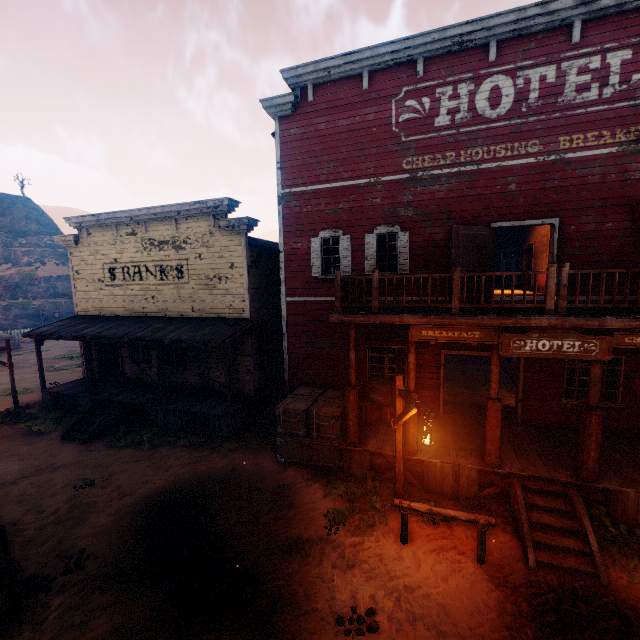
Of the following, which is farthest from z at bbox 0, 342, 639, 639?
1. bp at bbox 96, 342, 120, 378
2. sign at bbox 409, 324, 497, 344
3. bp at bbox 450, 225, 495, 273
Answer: bp at bbox 450, 225, 495, 273

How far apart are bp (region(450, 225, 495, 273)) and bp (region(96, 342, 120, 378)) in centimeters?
1630cm

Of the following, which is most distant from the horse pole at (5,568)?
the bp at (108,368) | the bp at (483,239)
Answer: the bp at (483,239)

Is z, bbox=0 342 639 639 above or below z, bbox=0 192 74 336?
below

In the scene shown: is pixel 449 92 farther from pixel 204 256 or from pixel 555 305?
pixel 204 256

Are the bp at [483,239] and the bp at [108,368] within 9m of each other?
no

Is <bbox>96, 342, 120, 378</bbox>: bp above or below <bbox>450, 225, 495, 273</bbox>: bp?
below

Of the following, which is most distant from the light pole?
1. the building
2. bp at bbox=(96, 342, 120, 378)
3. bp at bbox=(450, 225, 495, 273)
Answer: bp at bbox=(96, 342, 120, 378)
